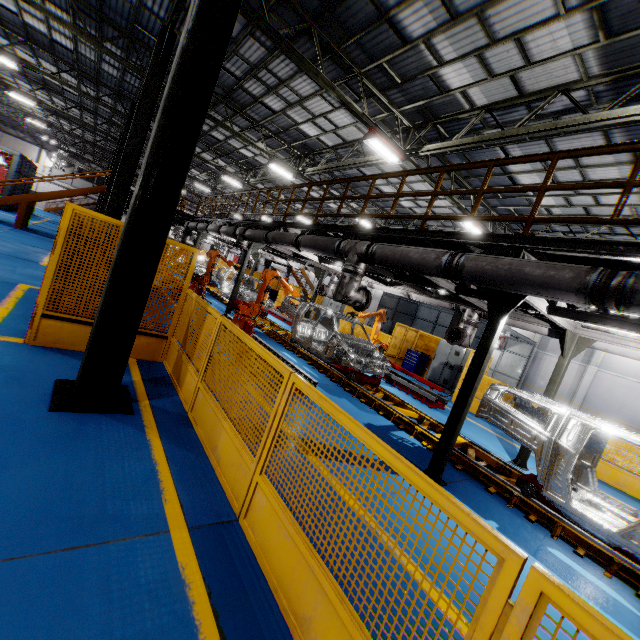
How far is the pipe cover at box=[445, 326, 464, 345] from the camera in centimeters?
934cm

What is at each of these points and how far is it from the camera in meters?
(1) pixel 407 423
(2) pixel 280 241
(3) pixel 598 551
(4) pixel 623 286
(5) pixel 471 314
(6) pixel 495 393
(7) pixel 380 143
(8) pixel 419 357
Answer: (1) platform, 7.4 m
(2) vent pipe, 9.9 m
(3) platform, 4.6 m
(4) vent pipe, 3.5 m
(5) vent pipe, 9.6 m
(6) chassis, 5.9 m
(7) light, 10.7 m
(8) toolbox, 15.7 m

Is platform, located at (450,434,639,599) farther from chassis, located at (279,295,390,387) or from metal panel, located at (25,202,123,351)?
metal panel, located at (25,202,123,351)

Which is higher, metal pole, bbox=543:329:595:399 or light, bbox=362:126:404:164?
light, bbox=362:126:404:164

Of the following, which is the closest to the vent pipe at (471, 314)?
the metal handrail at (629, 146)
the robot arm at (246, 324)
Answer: the metal handrail at (629, 146)

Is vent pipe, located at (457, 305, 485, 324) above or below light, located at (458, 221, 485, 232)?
below

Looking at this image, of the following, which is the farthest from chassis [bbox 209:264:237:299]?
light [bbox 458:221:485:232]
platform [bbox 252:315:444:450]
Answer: light [bbox 458:221:485:232]

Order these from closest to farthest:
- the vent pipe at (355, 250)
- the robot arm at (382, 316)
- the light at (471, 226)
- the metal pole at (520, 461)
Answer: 1. the vent pipe at (355, 250)
2. the metal pole at (520, 461)
3. the robot arm at (382, 316)
4. the light at (471, 226)
